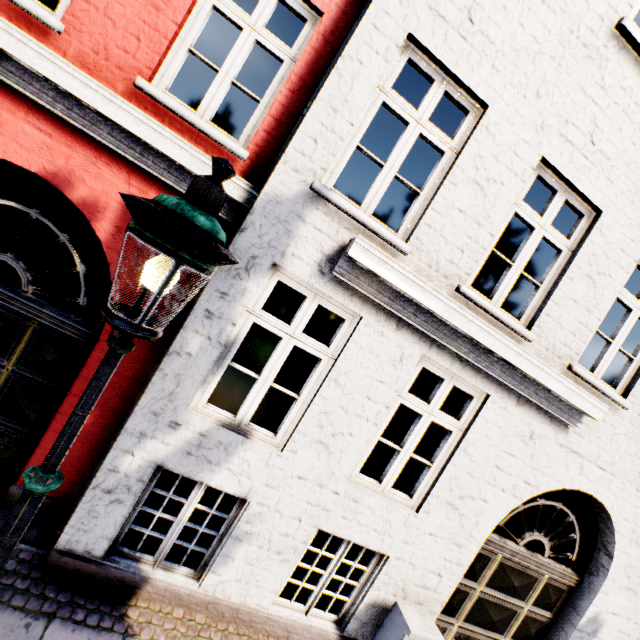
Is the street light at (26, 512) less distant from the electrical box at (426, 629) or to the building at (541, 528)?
the electrical box at (426, 629)

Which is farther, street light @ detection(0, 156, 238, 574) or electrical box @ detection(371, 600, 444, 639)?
electrical box @ detection(371, 600, 444, 639)

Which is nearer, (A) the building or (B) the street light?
(B) the street light

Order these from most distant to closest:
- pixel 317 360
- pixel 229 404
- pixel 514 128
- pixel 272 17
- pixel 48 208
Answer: pixel 272 17 < pixel 48 208 < pixel 317 360 < pixel 229 404 < pixel 514 128

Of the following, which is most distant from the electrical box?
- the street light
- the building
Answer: the building
